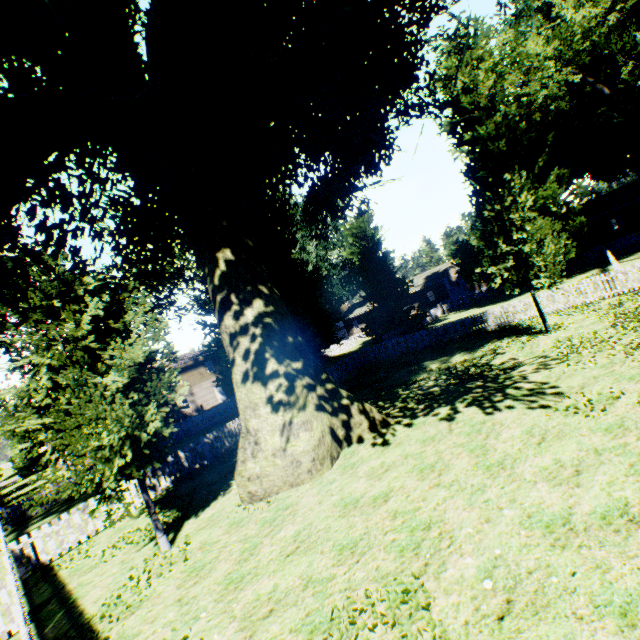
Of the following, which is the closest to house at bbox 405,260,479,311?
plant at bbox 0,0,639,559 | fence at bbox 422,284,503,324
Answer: fence at bbox 422,284,503,324

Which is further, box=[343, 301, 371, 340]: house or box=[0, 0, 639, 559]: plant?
box=[343, 301, 371, 340]: house

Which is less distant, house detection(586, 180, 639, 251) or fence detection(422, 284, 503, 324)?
Answer: house detection(586, 180, 639, 251)

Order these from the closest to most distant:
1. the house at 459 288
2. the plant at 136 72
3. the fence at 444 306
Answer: the plant at 136 72 < the fence at 444 306 < the house at 459 288

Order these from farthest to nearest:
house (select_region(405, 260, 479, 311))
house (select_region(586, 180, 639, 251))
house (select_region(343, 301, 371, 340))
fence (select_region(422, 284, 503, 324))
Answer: house (select_region(343, 301, 371, 340)) < house (select_region(405, 260, 479, 311)) < fence (select_region(422, 284, 503, 324)) < house (select_region(586, 180, 639, 251))

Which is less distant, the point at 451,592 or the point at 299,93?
the point at 451,592

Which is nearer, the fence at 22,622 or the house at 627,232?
the fence at 22,622
